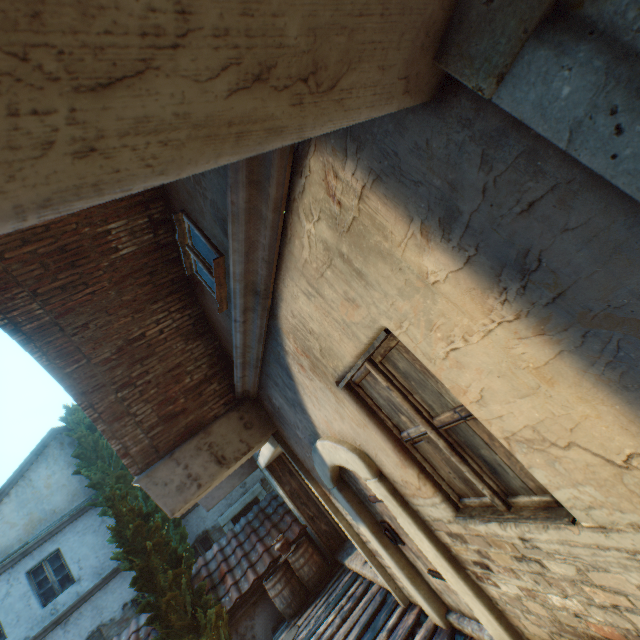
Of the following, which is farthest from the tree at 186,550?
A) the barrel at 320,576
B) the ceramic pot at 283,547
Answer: the ceramic pot at 283,547

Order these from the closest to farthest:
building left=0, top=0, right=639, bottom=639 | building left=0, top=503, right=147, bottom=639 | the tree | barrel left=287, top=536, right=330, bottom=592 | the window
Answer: building left=0, top=0, right=639, bottom=639
the window
the tree
barrel left=287, top=536, right=330, bottom=592
building left=0, top=503, right=147, bottom=639

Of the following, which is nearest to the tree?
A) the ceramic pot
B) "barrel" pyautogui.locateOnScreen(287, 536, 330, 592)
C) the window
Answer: "barrel" pyautogui.locateOnScreen(287, 536, 330, 592)

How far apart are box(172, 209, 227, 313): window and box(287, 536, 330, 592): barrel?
6.92m

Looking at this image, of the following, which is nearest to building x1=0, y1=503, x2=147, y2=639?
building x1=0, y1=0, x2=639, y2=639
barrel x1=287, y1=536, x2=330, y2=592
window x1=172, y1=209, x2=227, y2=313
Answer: building x1=0, y1=0, x2=639, y2=639

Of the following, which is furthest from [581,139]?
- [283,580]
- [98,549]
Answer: [98,549]

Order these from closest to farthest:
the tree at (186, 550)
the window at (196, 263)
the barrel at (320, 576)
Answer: the window at (196, 263)
the tree at (186, 550)
the barrel at (320, 576)

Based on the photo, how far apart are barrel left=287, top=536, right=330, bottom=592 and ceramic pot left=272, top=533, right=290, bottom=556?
0.0 meters
